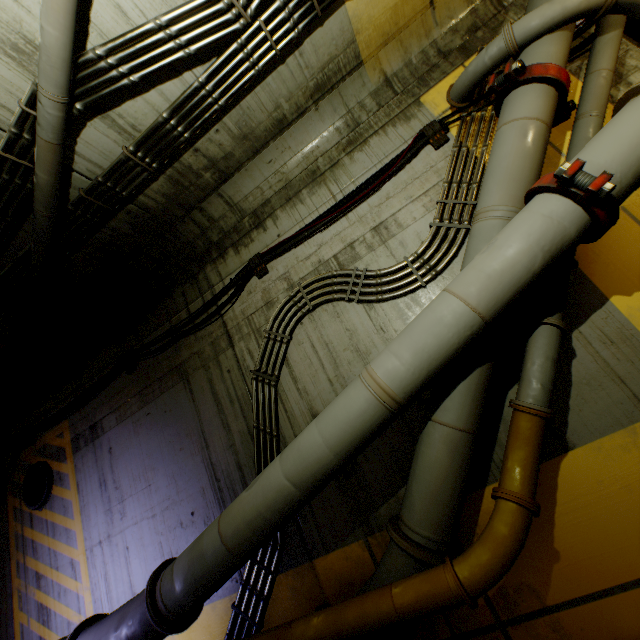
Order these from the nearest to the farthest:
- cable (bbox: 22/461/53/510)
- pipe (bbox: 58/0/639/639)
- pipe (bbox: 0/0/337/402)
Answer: pipe (bbox: 58/0/639/639) < pipe (bbox: 0/0/337/402) < cable (bbox: 22/461/53/510)

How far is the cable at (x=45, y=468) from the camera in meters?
5.9 m

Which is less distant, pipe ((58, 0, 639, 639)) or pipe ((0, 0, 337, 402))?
pipe ((58, 0, 639, 639))

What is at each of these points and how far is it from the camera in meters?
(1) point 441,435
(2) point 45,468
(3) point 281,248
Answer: (1) pipe, 2.8
(2) cable, 6.0
(3) cable, 4.8

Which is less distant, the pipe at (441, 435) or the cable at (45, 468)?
the pipe at (441, 435)

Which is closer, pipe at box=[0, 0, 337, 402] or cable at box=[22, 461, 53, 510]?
pipe at box=[0, 0, 337, 402]
